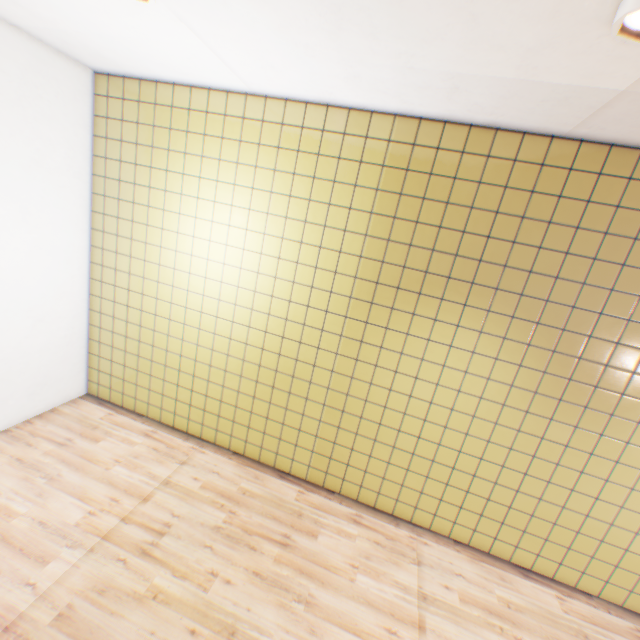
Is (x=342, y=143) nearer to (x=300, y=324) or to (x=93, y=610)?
(x=300, y=324)
